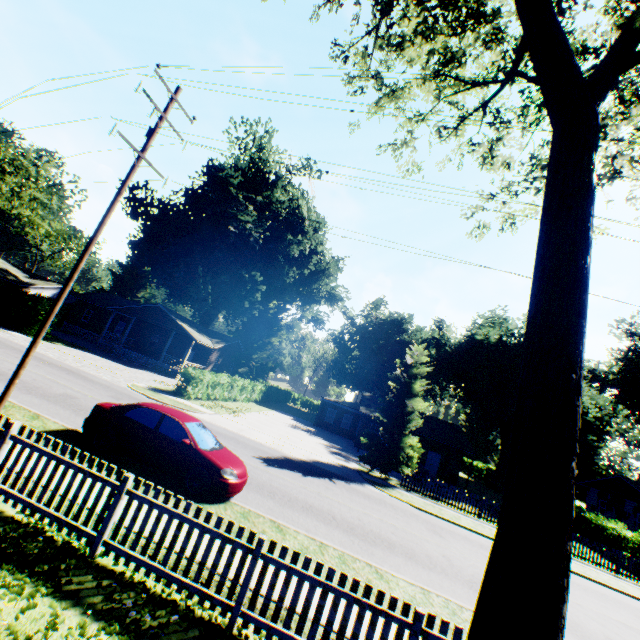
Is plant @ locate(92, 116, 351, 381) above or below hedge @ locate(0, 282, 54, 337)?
above

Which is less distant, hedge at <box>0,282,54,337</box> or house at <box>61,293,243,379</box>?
hedge at <box>0,282,54,337</box>

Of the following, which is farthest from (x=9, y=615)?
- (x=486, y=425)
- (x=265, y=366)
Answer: (x=486, y=425)

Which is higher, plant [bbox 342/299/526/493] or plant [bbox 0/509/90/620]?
plant [bbox 342/299/526/493]

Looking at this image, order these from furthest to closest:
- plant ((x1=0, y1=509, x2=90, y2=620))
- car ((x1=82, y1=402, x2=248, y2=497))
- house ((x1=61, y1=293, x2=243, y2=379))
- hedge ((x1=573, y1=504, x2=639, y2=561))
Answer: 1. house ((x1=61, y1=293, x2=243, y2=379))
2. hedge ((x1=573, y1=504, x2=639, y2=561))
3. car ((x1=82, y1=402, x2=248, y2=497))
4. plant ((x1=0, y1=509, x2=90, y2=620))

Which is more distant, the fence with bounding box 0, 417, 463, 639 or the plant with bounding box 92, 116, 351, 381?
the plant with bounding box 92, 116, 351, 381

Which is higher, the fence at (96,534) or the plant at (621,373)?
the plant at (621,373)

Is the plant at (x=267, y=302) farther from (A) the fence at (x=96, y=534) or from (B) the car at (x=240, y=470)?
(B) the car at (x=240, y=470)
